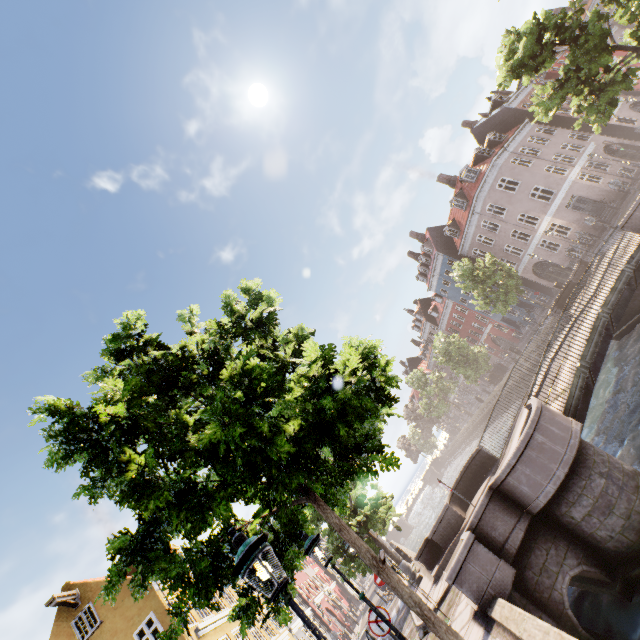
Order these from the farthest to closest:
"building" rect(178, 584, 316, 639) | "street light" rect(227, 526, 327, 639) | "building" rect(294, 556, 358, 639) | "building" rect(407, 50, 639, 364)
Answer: "building" rect(294, 556, 358, 639) < "building" rect(407, 50, 639, 364) < "building" rect(178, 584, 316, 639) < "street light" rect(227, 526, 327, 639)

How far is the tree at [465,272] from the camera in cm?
2631

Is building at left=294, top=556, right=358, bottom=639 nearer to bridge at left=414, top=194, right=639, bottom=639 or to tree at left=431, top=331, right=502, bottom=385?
tree at left=431, top=331, right=502, bottom=385

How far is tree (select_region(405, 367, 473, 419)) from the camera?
48.9m

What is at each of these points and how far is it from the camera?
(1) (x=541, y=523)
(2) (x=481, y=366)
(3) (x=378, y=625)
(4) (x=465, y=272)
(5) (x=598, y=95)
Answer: (1) bridge, 8.3 meters
(2) tree, 36.9 meters
(3) sign, 7.5 meters
(4) tree, 27.9 meters
(5) tree, 14.9 meters

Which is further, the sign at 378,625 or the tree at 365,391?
the sign at 378,625

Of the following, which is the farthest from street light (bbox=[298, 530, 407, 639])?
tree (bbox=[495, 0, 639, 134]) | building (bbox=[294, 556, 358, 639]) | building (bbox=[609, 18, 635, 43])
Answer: building (bbox=[609, 18, 635, 43])
